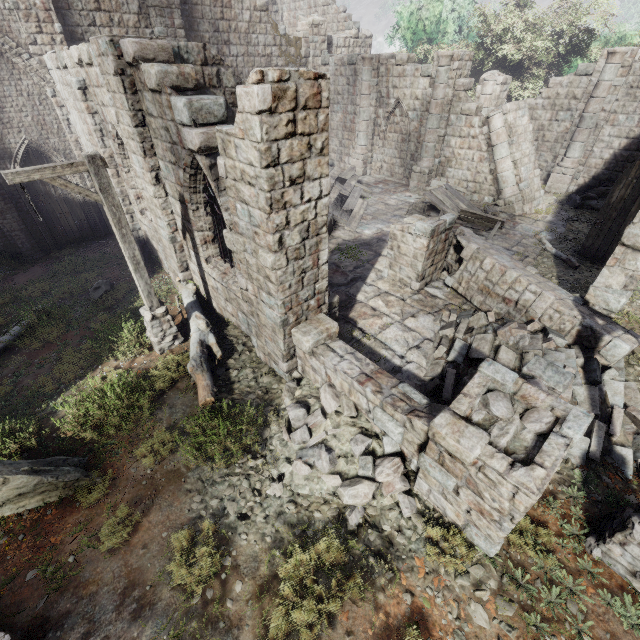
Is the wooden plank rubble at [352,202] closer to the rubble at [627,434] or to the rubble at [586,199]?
the rubble at [627,434]

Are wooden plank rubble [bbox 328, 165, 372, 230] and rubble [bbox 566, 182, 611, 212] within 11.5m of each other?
yes

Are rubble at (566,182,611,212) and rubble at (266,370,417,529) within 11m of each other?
no

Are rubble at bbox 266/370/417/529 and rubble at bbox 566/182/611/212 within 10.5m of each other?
no

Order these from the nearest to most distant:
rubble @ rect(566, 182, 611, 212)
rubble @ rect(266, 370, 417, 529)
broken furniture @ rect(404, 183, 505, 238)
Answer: rubble @ rect(266, 370, 417, 529) < broken furniture @ rect(404, 183, 505, 238) < rubble @ rect(566, 182, 611, 212)

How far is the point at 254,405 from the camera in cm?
695

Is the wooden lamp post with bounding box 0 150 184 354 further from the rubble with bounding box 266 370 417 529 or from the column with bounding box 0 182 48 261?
the column with bounding box 0 182 48 261

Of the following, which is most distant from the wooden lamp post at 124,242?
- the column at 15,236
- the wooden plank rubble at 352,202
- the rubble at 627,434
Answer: the column at 15,236
